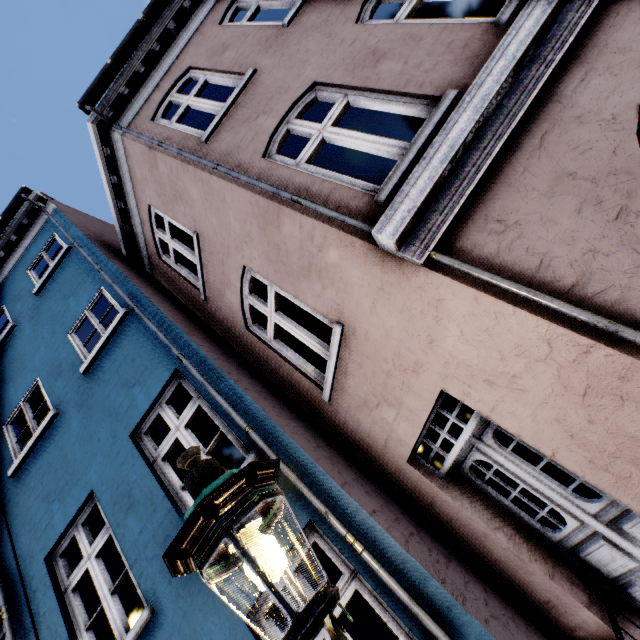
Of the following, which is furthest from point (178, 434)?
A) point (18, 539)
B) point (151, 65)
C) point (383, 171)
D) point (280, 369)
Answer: point (383, 171)

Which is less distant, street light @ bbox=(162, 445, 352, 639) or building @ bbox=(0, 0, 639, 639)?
street light @ bbox=(162, 445, 352, 639)

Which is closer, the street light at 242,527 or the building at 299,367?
the street light at 242,527
